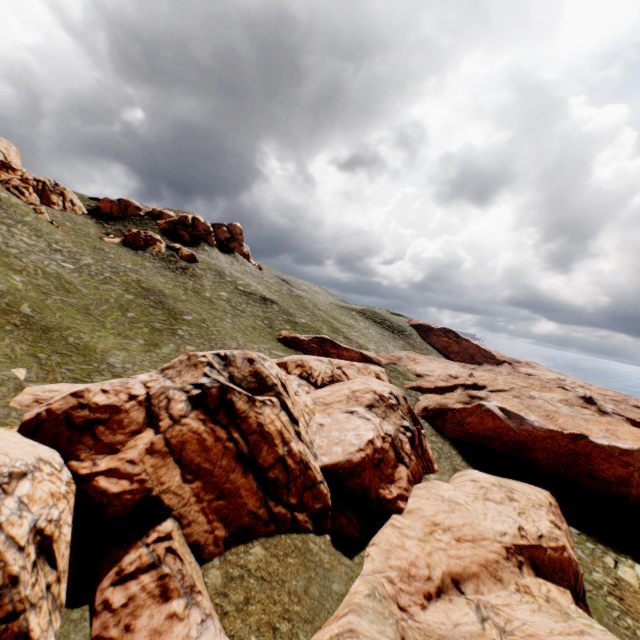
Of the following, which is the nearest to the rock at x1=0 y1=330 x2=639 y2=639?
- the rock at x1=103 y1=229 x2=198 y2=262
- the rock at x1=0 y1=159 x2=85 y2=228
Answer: the rock at x1=103 y1=229 x2=198 y2=262

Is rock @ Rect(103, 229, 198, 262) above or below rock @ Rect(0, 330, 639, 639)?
above

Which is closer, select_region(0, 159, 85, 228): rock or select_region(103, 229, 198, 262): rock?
select_region(0, 159, 85, 228): rock

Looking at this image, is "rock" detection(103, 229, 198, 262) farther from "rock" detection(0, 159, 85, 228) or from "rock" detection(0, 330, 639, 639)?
"rock" detection(0, 330, 639, 639)

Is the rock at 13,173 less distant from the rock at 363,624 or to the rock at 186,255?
the rock at 186,255

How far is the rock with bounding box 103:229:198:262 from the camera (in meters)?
54.53

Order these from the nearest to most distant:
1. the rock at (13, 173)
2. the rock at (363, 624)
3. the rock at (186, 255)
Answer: the rock at (363, 624) → the rock at (13, 173) → the rock at (186, 255)

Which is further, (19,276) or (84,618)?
(19,276)
